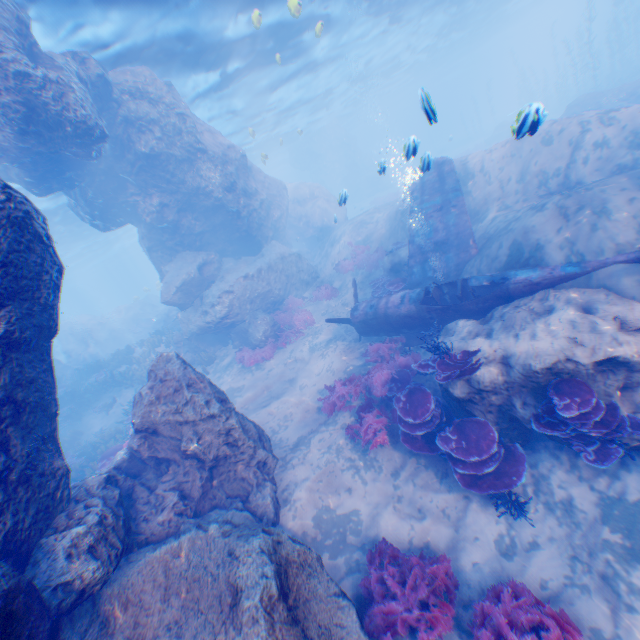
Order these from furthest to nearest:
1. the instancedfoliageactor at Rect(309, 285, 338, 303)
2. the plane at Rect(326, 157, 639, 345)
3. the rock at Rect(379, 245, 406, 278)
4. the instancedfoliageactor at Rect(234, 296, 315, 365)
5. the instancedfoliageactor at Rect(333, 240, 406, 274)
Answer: the instancedfoliageactor at Rect(309, 285, 338, 303)
the instancedfoliageactor at Rect(333, 240, 406, 274)
the instancedfoliageactor at Rect(234, 296, 315, 365)
the rock at Rect(379, 245, 406, 278)
the plane at Rect(326, 157, 639, 345)

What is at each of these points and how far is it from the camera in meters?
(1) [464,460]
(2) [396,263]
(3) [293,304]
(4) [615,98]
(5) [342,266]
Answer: (1) instancedfoliageactor, 6.6
(2) rock, 14.5
(3) instancedfoliageactor, 18.0
(4) rock, 20.4
(5) instancedfoliageactor, 19.0

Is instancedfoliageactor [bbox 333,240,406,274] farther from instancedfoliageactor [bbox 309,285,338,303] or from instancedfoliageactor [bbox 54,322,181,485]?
instancedfoliageactor [bbox 54,322,181,485]

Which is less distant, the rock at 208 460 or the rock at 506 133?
the rock at 208 460

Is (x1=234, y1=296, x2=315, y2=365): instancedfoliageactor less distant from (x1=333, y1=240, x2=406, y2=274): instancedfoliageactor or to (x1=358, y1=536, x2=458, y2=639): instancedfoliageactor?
(x1=333, y1=240, x2=406, y2=274): instancedfoliageactor

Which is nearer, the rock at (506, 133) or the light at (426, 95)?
the light at (426, 95)

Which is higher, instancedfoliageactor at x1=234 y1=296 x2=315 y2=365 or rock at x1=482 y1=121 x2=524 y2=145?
rock at x1=482 y1=121 x2=524 y2=145

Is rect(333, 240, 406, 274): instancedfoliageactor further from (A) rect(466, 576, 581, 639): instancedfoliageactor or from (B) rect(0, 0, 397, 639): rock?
(A) rect(466, 576, 581, 639): instancedfoliageactor
